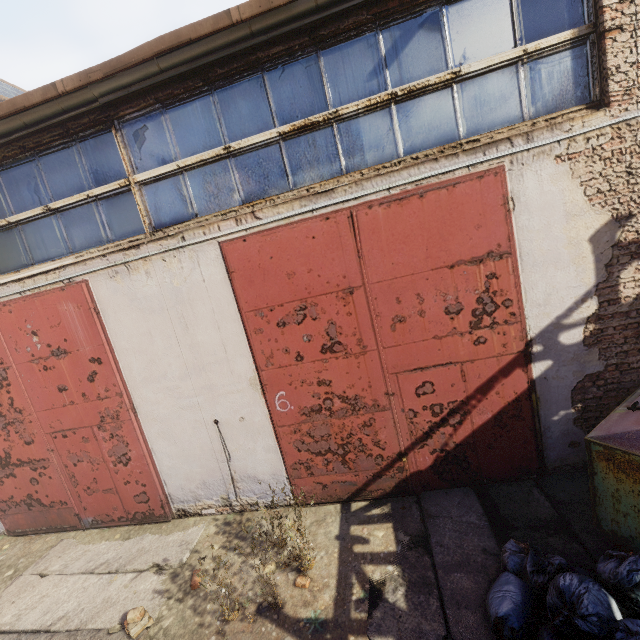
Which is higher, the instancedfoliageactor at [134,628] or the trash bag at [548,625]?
the trash bag at [548,625]

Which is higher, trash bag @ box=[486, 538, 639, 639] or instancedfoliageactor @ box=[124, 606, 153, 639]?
trash bag @ box=[486, 538, 639, 639]

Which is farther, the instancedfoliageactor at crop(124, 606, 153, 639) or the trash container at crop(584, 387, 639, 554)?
the instancedfoliageactor at crop(124, 606, 153, 639)

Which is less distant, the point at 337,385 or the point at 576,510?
the point at 576,510

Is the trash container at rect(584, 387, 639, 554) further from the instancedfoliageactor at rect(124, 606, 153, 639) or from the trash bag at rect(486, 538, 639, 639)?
the instancedfoliageactor at rect(124, 606, 153, 639)

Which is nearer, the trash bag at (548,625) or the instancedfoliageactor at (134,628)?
the trash bag at (548,625)

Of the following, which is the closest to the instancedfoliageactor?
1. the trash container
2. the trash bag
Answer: the trash bag

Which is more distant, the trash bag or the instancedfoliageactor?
the instancedfoliageactor
